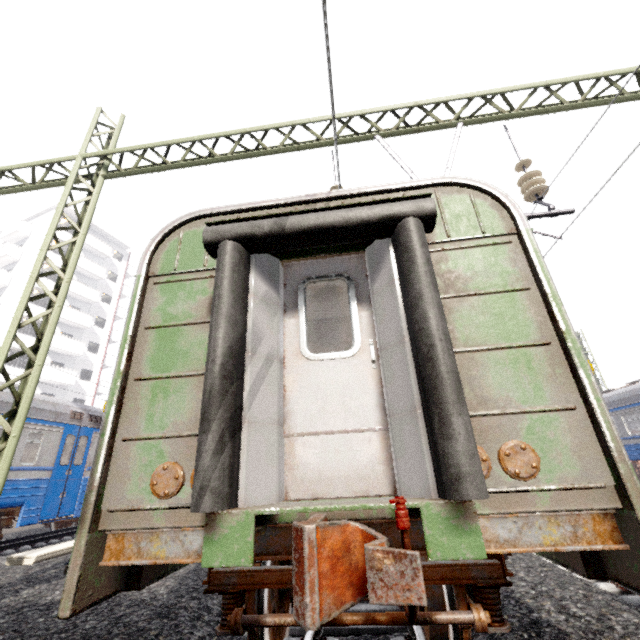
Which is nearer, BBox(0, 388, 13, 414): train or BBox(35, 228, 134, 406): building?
BBox(0, 388, 13, 414): train

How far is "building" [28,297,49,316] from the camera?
29.75m

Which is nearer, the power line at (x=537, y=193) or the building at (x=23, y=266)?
the power line at (x=537, y=193)

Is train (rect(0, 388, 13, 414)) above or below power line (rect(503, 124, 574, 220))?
below

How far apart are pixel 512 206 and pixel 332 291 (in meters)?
→ 2.74

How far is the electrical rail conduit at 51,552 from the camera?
5.08m

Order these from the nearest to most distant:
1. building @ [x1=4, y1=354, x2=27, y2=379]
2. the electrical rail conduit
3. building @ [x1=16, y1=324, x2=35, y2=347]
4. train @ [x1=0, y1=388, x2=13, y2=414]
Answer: the electrical rail conduit
train @ [x1=0, y1=388, x2=13, y2=414]
building @ [x1=4, y1=354, x2=27, y2=379]
building @ [x1=16, y1=324, x2=35, y2=347]

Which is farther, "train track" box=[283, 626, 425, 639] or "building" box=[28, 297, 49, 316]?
"building" box=[28, 297, 49, 316]
